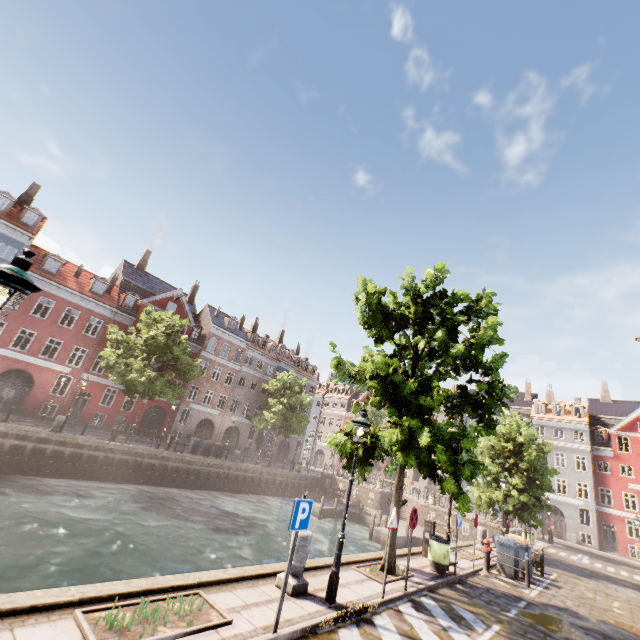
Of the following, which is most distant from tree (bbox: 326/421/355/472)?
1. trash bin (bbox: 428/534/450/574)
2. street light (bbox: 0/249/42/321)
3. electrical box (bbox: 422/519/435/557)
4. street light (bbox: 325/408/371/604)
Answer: electrical box (bbox: 422/519/435/557)

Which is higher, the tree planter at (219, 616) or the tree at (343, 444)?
the tree at (343, 444)

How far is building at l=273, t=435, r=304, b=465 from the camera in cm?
4659

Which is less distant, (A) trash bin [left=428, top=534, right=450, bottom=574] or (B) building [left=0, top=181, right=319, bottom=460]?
(A) trash bin [left=428, top=534, right=450, bottom=574]

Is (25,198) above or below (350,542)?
above

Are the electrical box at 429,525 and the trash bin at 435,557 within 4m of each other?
yes

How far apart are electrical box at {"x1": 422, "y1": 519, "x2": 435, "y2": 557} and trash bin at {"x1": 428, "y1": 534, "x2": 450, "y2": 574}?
1.17m
